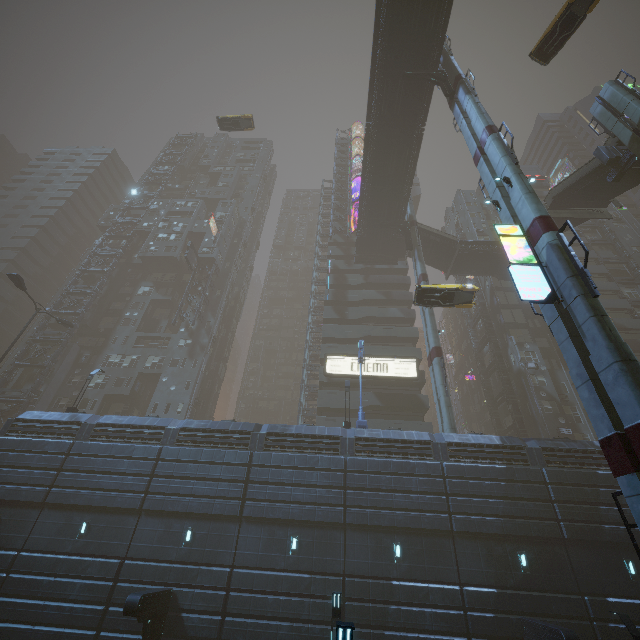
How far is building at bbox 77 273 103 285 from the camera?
47.9 meters

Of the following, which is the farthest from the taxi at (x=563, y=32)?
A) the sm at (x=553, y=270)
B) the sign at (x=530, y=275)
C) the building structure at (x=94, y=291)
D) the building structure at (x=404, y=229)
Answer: the building structure at (x=94, y=291)

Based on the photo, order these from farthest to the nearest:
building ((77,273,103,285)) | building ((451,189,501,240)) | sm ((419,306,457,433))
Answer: building ((451,189,501,240))
building ((77,273,103,285))
sm ((419,306,457,433))

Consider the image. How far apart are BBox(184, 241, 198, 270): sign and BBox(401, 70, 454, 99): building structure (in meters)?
32.47

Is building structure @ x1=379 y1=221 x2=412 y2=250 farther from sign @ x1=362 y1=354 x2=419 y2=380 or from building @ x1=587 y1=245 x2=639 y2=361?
sign @ x1=362 y1=354 x2=419 y2=380

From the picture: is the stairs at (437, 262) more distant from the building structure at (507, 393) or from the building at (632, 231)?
the building structure at (507, 393)

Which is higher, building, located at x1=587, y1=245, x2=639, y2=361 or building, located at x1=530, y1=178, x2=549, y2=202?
building, located at x1=530, y1=178, x2=549, y2=202

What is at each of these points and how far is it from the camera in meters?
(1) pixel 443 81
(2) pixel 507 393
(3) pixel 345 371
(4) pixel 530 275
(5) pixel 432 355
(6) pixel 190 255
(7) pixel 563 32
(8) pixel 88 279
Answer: (1) building structure, 26.5
(2) building structure, 35.7
(3) sign, 36.5
(4) sign, 12.9
(5) sm, 28.2
(6) sign, 45.6
(7) taxi, 21.4
(8) building, 49.5
